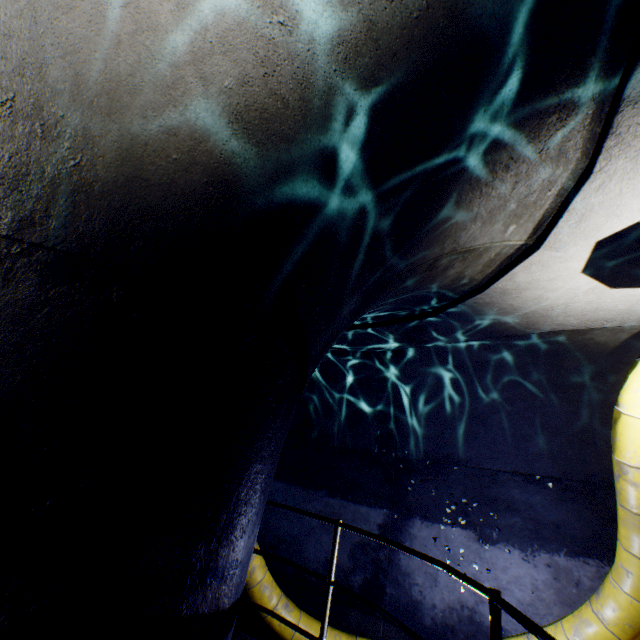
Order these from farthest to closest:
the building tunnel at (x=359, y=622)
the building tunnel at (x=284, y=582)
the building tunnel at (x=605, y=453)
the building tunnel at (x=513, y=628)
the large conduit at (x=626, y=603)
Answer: the building tunnel at (x=284, y=582) → the building tunnel at (x=359, y=622) → the building tunnel at (x=513, y=628) → the large conduit at (x=626, y=603) → the building tunnel at (x=605, y=453)

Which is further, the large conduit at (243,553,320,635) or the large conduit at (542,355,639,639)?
the large conduit at (243,553,320,635)

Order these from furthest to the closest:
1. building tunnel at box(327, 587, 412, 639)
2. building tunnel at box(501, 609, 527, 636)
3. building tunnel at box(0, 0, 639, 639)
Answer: building tunnel at box(327, 587, 412, 639), building tunnel at box(501, 609, 527, 636), building tunnel at box(0, 0, 639, 639)

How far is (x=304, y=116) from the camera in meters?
1.5 m

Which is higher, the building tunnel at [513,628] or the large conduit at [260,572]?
the building tunnel at [513,628]

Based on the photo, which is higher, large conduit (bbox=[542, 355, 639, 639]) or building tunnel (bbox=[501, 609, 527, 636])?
large conduit (bbox=[542, 355, 639, 639])

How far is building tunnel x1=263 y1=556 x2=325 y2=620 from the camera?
5.67m
